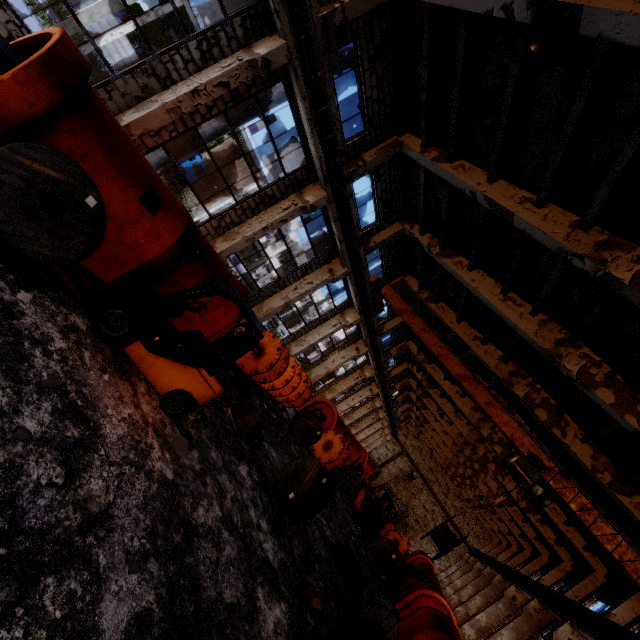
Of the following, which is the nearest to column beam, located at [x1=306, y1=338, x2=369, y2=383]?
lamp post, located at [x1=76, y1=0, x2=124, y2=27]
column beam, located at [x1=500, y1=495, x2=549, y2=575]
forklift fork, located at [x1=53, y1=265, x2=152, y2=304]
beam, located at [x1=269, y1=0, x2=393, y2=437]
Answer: beam, located at [x1=269, y1=0, x2=393, y2=437]

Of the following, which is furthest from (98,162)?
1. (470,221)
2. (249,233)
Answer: (470,221)

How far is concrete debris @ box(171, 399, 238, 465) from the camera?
6.16m

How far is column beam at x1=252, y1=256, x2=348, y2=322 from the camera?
15.5m

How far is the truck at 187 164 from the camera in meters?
28.5 m

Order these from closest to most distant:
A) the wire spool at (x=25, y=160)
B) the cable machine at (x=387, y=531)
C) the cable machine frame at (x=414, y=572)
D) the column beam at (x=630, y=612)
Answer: the wire spool at (x=25, y=160) → the column beam at (x=630, y=612) → the cable machine frame at (x=414, y=572) → the cable machine at (x=387, y=531)

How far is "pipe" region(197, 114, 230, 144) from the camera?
10.4m

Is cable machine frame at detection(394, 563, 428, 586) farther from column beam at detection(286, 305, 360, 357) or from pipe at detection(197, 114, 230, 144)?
pipe at detection(197, 114, 230, 144)
